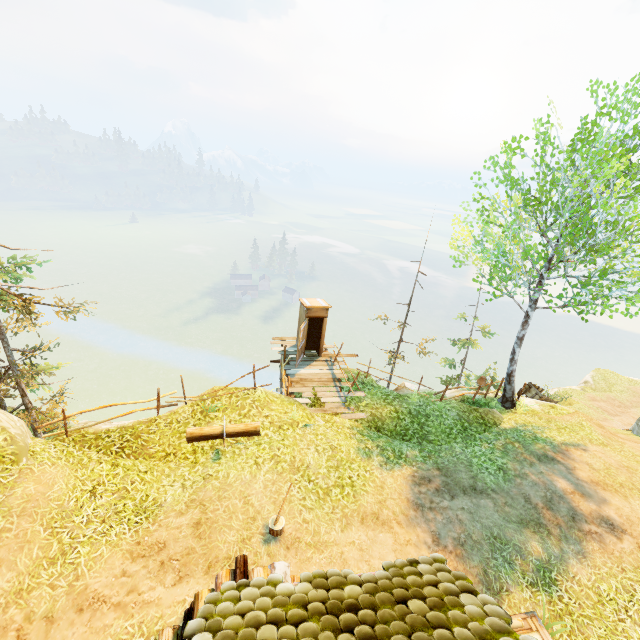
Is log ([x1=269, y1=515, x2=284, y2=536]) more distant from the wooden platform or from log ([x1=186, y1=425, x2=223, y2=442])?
the wooden platform

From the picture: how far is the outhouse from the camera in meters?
14.4

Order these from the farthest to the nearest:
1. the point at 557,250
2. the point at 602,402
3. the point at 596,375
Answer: the point at 596,375 < the point at 602,402 < the point at 557,250

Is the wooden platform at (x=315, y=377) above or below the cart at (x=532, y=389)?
above

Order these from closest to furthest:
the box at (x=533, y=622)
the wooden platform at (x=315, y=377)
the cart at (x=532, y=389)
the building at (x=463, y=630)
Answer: the building at (x=463, y=630)
the box at (x=533, y=622)
the wooden platform at (x=315, y=377)
the cart at (x=532, y=389)

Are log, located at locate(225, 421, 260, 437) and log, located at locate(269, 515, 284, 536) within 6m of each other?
yes

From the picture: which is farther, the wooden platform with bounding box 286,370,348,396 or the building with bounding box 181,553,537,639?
the wooden platform with bounding box 286,370,348,396

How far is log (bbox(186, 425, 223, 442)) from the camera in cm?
921
